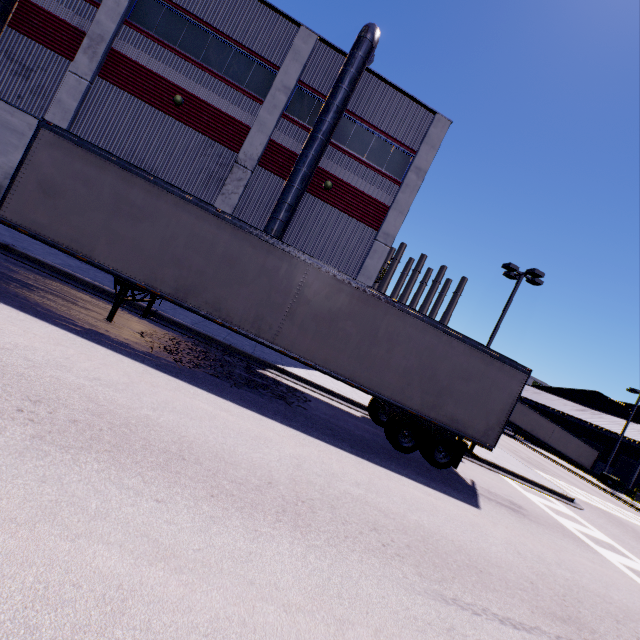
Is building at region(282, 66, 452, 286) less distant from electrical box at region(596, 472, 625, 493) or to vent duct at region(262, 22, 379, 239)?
vent duct at region(262, 22, 379, 239)

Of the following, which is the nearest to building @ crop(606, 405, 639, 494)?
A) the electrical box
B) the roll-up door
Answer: the roll-up door

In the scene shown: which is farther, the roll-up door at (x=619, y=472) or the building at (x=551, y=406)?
the building at (x=551, y=406)

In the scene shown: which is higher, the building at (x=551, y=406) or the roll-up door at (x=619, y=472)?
the building at (x=551, y=406)

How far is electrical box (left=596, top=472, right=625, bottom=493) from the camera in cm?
3012

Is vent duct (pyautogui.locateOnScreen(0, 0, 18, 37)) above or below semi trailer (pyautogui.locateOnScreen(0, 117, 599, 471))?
above

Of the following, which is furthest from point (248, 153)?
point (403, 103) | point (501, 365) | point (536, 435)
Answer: point (536, 435)

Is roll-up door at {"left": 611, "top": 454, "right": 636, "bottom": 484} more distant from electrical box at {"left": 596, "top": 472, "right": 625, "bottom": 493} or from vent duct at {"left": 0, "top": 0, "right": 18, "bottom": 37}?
vent duct at {"left": 0, "top": 0, "right": 18, "bottom": 37}
